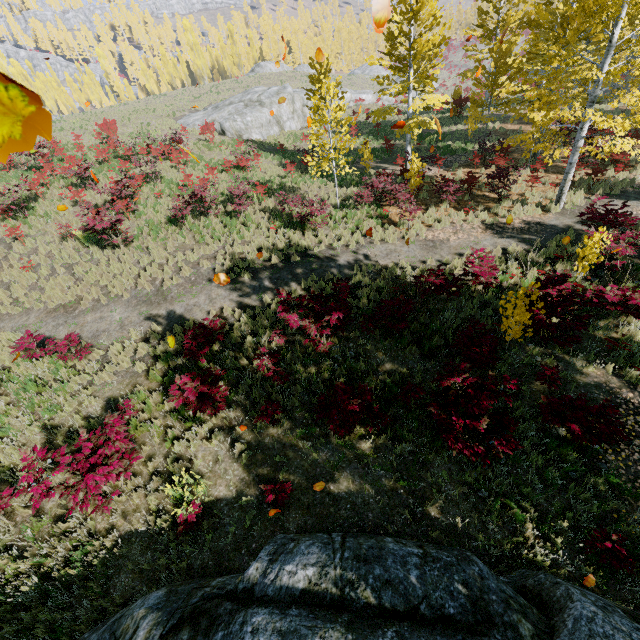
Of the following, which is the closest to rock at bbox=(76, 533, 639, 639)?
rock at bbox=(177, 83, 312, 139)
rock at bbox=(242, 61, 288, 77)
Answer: rock at bbox=(177, 83, 312, 139)

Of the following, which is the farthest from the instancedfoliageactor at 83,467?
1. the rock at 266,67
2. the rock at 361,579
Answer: the rock at 266,67

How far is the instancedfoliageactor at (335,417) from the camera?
6.3 meters

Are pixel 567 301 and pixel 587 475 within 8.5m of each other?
yes

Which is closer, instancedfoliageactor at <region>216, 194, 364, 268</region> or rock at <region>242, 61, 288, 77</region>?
instancedfoliageactor at <region>216, 194, 364, 268</region>

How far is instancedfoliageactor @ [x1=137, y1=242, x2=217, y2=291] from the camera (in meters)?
11.70

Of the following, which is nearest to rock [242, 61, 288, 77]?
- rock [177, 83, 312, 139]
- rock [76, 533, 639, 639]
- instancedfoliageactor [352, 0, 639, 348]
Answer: instancedfoliageactor [352, 0, 639, 348]
